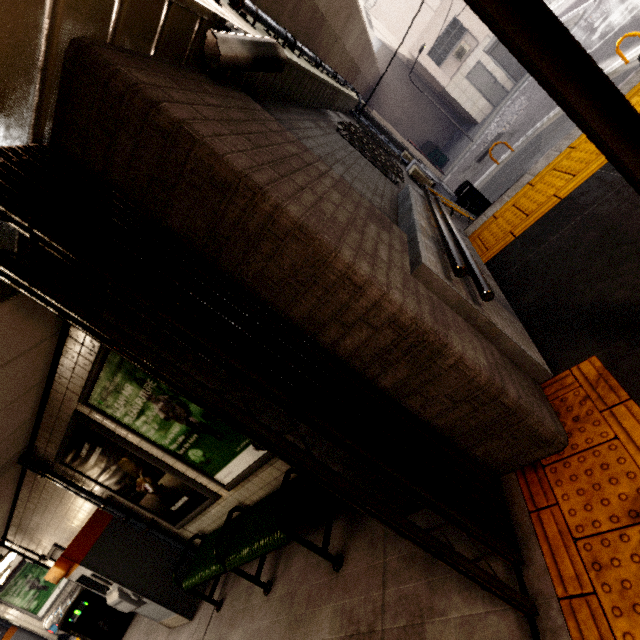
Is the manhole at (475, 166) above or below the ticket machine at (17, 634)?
below

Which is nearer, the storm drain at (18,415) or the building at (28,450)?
the storm drain at (18,415)

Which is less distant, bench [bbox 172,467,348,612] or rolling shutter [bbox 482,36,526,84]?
bench [bbox 172,467,348,612]

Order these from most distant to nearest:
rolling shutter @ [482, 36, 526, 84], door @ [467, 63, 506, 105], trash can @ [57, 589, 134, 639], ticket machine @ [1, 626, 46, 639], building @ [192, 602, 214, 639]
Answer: door @ [467, 63, 506, 105] < rolling shutter @ [482, 36, 526, 84] < ticket machine @ [1, 626, 46, 639] < trash can @ [57, 589, 134, 639] < building @ [192, 602, 214, 639]

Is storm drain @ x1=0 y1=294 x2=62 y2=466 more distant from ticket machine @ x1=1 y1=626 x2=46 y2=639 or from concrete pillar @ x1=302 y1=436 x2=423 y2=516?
ticket machine @ x1=1 y1=626 x2=46 y2=639

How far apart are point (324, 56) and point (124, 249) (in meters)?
11.71

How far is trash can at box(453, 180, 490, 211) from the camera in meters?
10.1 m

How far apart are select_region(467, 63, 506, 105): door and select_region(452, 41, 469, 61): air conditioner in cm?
80
